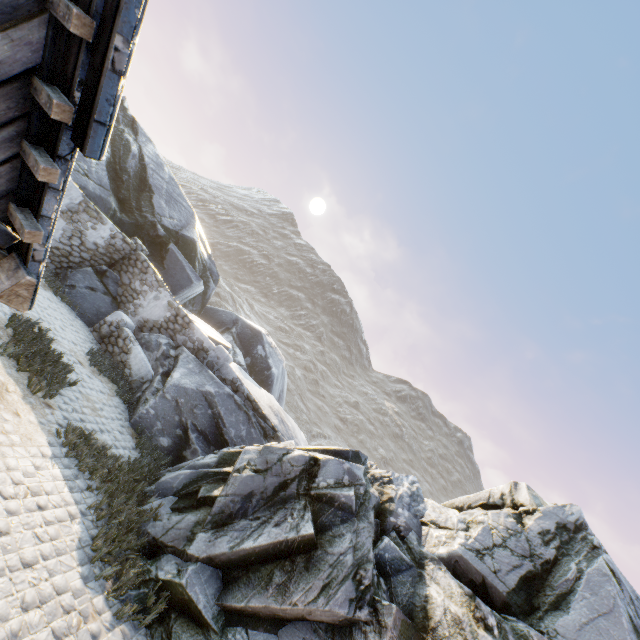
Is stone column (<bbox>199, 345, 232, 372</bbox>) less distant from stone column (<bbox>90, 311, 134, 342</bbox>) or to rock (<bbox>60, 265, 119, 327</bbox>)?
rock (<bbox>60, 265, 119, 327</bbox>)

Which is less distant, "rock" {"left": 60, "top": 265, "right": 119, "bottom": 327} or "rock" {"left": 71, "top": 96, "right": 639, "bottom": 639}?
"rock" {"left": 71, "top": 96, "right": 639, "bottom": 639}

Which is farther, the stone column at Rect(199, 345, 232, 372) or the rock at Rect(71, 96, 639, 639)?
the stone column at Rect(199, 345, 232, 372)

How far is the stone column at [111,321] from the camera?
11.56m

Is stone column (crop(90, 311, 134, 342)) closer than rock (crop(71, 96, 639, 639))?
No

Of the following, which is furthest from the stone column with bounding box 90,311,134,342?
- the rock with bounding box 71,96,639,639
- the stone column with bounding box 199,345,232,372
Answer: the stone column with bounding box 199,345,232,372

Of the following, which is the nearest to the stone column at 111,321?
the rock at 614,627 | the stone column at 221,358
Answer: the rock at 614,627

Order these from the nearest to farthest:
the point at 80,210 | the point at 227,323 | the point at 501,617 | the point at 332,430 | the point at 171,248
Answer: the point at 501,617 → the point at 80,210 → the point at 171,248 → the point at 227,323 → the point at 332,430
